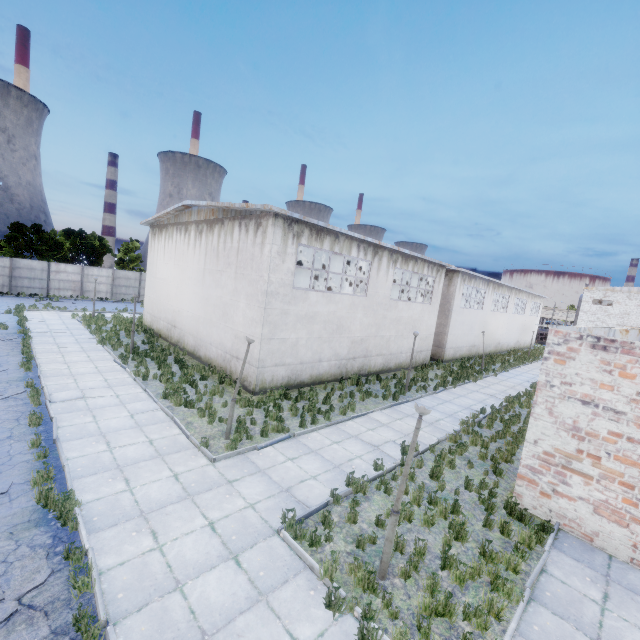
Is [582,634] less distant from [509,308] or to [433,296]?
[433,296]
